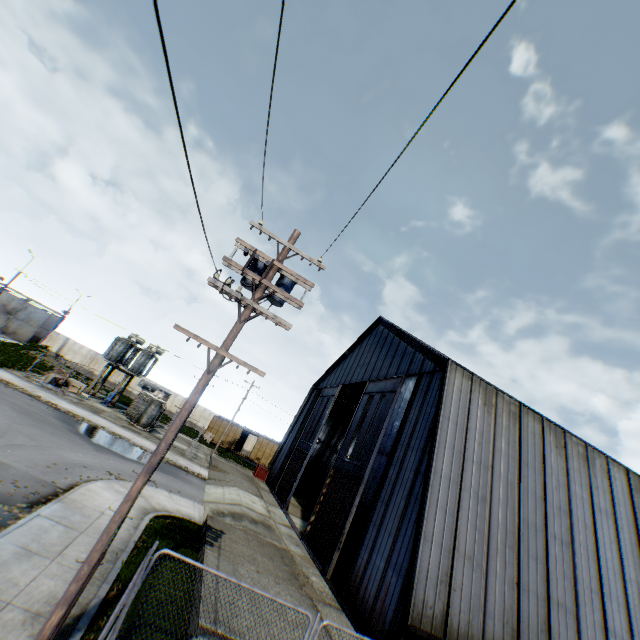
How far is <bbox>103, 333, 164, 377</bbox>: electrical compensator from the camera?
33.4 meters

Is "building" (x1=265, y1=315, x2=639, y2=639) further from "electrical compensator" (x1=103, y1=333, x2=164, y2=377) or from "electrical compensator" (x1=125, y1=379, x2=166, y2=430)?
"electrical compensator" (x1=103, y1=333, x2=164, y2=377)

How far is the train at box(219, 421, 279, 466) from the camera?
44.2m

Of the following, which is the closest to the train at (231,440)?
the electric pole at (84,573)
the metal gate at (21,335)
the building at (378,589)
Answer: the building at (378,589)

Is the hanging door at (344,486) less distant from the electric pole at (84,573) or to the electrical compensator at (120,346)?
the electric pole at (84,573)

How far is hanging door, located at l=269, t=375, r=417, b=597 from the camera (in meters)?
15.24

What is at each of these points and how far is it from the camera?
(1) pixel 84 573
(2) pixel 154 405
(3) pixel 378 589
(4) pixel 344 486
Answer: (1) electric pole, 5.8 meters
(2) electrical compensator, 30.0 meters
(3) building, 11.8 meters
(4) hanging door, 18.0 meters
